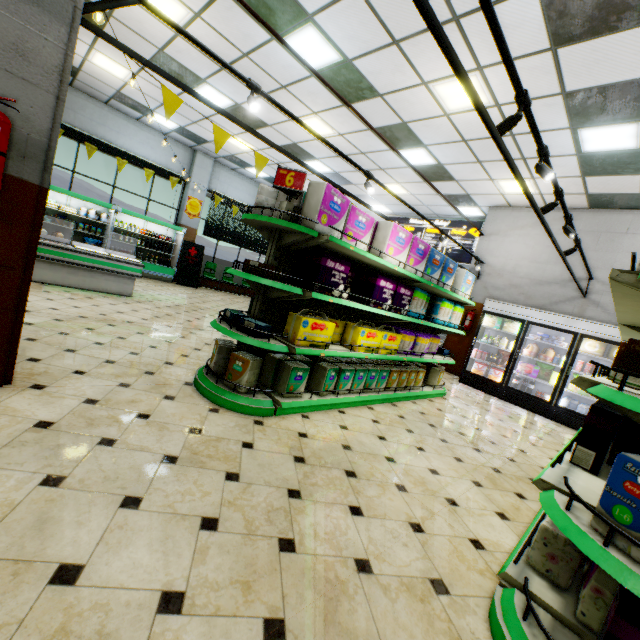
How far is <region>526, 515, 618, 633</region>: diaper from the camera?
1.6 meters

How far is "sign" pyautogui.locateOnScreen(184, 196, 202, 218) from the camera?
12.2m

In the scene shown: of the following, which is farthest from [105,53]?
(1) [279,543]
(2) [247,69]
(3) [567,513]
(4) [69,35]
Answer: (3) [567,513]

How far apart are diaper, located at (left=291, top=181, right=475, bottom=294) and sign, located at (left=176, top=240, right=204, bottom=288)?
9.6 meters

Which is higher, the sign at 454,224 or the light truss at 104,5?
the sign at 454,224

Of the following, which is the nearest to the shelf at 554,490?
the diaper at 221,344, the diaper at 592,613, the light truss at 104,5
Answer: the diaper at 592,613

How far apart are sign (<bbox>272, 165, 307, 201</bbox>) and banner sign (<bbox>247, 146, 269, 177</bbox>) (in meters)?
0.63

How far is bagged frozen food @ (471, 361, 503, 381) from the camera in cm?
800
